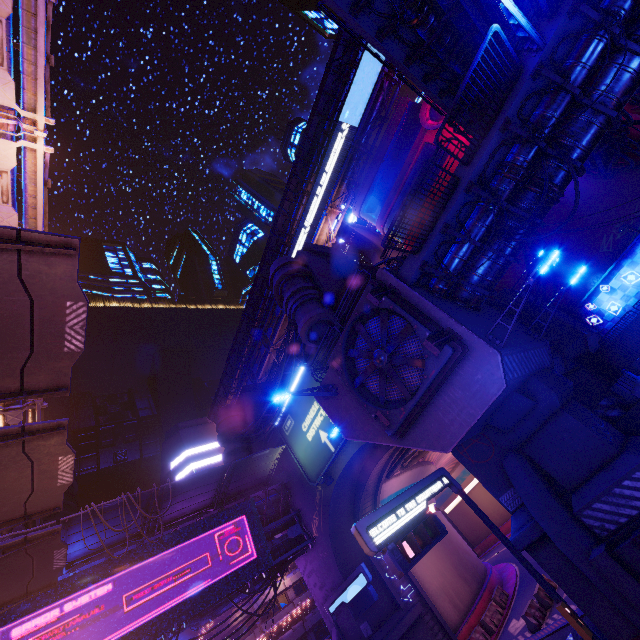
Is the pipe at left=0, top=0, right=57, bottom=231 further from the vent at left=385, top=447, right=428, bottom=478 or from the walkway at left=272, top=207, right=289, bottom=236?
the vent at left=385, top=447, right=428, bottom=478

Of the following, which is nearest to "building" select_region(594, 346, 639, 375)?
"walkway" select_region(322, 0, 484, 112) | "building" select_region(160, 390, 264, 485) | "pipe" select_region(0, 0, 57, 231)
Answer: "pipe" select_region(0, 0, 57, 231)

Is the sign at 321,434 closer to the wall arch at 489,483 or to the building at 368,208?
the wall arch at 489,483

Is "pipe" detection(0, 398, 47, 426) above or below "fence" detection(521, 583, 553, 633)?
above

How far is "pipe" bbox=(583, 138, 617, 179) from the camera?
19.5m

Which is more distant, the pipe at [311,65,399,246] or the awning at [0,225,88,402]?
the pipe at [311,65,399,246]

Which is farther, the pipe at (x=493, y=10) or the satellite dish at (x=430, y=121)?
the satellite dish at (x=430, y=121)

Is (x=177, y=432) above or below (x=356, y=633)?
above
